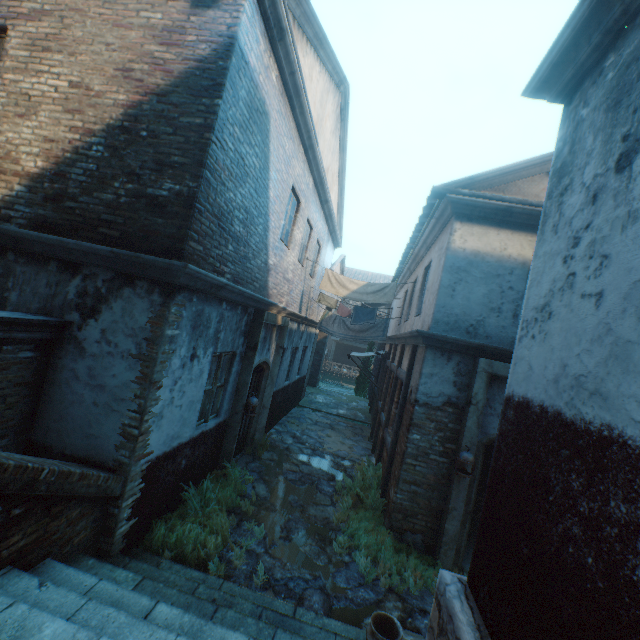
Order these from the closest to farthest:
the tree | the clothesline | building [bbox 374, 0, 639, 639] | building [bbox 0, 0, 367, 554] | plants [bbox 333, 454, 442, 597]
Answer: building [bbox 374, 0, 639, 639]
building [bbox 0, 0, 367, 554]
plants [bbox 333, 454, 442, 597]
the clothesline
the tree

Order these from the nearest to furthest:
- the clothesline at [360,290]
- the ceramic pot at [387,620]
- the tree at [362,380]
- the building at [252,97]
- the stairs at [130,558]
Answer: the stairs at [130,558] < the ceramic pot at [387,620] < the building at [252,97] < the clothesline at [360,290] < the tree at [362,380]

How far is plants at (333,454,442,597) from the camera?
4.97m

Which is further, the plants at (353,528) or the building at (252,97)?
the plants at (353,528)

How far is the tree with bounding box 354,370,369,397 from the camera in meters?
22.9 m

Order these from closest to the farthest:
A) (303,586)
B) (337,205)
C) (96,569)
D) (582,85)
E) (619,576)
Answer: (619,576)
(582,85)
(96,569)
(303,586)
(337,205)

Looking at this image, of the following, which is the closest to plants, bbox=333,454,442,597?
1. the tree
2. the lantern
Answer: the lantern

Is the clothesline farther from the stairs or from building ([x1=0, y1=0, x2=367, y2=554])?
the stairs
